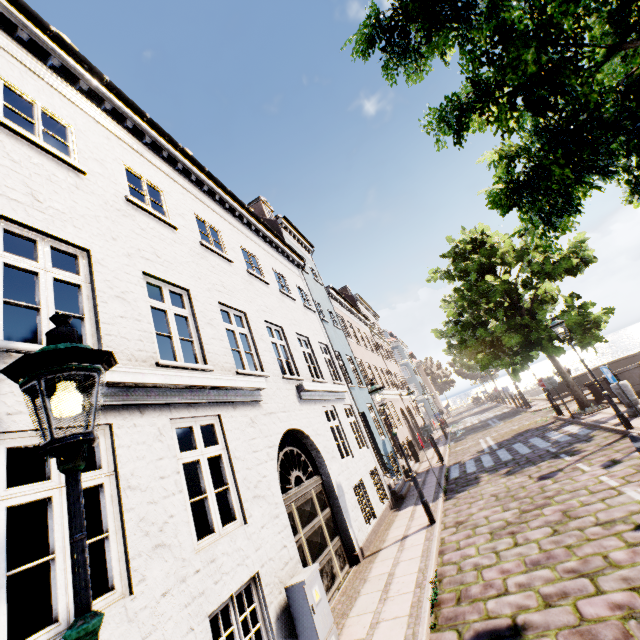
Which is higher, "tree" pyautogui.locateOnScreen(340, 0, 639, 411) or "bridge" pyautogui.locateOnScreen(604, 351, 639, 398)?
"tree" pyautogui.locateOnScreen(340, 0, 639, 411)

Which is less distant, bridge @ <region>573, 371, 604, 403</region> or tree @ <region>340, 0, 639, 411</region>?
tree @ <region>340, 0, 639, 411</region>

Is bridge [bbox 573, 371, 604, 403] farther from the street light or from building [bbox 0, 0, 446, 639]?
the street light

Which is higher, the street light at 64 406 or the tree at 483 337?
the tree at 483 337

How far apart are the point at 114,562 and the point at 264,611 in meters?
2.6 m

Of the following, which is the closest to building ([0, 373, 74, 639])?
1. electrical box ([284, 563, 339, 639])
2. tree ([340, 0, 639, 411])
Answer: tree ([340, 0, 639, 411])

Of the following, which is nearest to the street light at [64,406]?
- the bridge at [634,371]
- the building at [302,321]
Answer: the bridge at [634,371]

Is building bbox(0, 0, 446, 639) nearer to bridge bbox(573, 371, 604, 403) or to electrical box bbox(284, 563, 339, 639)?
bridge bbox(573, 371, 604, 403)
